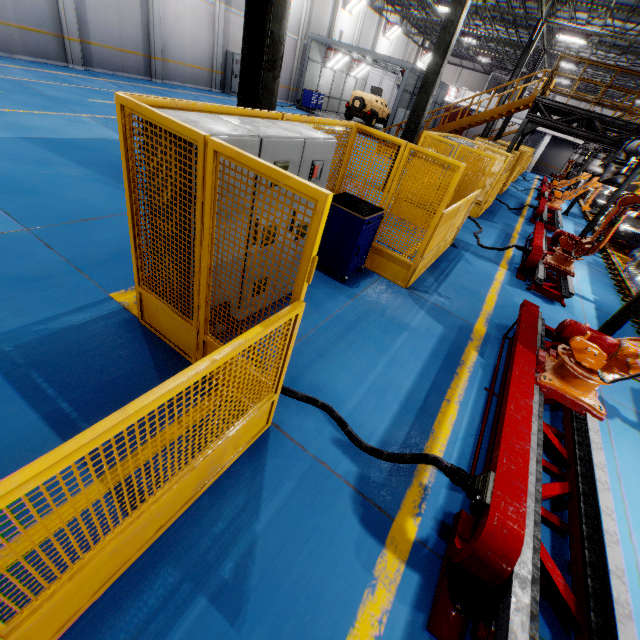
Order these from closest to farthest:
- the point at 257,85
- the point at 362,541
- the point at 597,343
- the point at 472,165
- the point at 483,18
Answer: the point at 362,541 < the point at 597,343 < the point at 257,85 < the point at 472,165 < the point at 483,18

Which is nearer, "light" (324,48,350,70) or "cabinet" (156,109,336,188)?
"cabinet" (156,109,336,188)

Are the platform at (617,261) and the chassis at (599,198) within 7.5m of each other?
yes

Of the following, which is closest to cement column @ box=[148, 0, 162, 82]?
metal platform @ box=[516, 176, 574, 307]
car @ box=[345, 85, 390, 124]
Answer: car @ box=[345, 85, 390, 124]

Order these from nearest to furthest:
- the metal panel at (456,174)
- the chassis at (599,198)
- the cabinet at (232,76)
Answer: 1. the metal panel at (456,174)
2. the chassis at (599,198)
3. the cabinet at (232,76)

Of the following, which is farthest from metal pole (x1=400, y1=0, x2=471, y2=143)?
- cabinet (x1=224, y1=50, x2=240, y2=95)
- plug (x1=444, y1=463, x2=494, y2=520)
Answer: cabinet (x1=224, y1=50, x2=240, y2=95)

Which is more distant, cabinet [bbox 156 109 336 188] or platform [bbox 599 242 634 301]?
platform [bbox 599 242 634 301]

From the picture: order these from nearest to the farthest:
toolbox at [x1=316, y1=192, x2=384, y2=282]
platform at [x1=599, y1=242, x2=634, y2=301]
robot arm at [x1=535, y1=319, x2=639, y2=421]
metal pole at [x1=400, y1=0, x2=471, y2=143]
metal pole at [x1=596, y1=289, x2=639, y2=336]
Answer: robot arm at [x1=535, y1=319, x2=639, y2=421] → toolbox at [x1=316, y1=192, x2=384, y2=282] → metal pole at [x1=596, y1=289, x2=639, y2=336] → metal pole at [x1=400, y1=0, x2=471, y2=143] → platform at [x1=599, y1=242, x2=634, y2=301]
